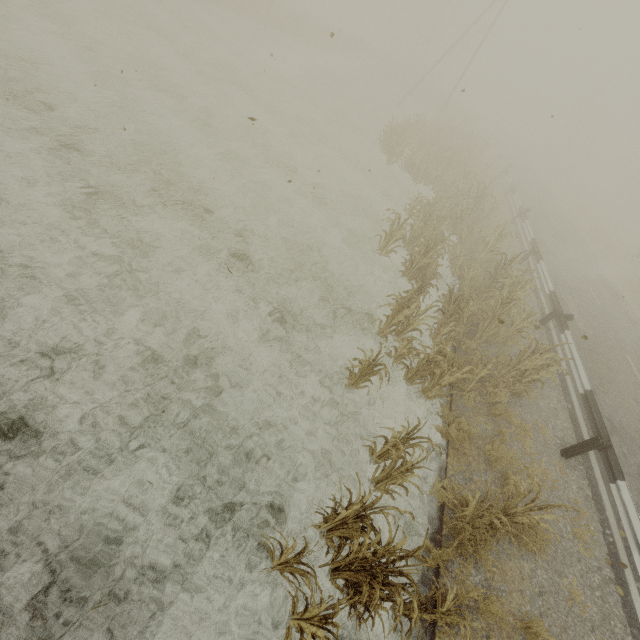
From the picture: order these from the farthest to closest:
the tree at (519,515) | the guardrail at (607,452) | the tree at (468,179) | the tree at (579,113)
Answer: the tree at (579,113), the tree at (468,179), the guardrail at (607,452), the tree at (519,515)

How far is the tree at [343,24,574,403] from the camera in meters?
7.0

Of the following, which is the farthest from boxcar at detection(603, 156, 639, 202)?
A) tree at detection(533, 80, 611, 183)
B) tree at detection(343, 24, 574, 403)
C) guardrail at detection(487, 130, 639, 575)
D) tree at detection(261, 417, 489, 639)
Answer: tree at detection(261, 417, 489, 639)

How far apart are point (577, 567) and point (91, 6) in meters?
25.7

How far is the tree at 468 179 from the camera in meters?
7.0 m

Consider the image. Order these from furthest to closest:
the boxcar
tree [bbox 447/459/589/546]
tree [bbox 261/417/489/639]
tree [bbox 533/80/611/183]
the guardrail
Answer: the boxcar < tree [bbox 533/80/611/183] < the guardrail < tree [bbox 447/459/589/546] < tree [bbox 261/417/489/639]

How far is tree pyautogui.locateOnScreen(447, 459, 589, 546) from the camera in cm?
455

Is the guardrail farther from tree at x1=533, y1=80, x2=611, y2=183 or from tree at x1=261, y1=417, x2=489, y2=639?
tree at x1=533, y1=80, x2=611, y2=183
